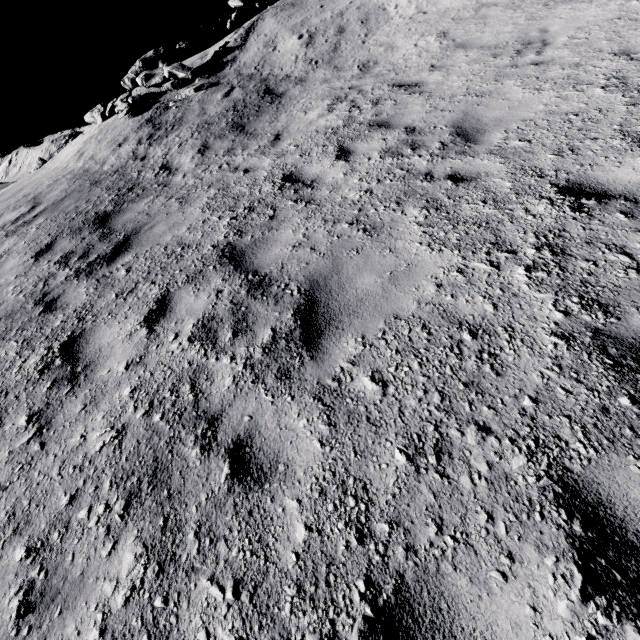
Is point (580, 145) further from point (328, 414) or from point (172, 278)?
point (172, 278)

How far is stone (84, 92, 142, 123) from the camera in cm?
1131

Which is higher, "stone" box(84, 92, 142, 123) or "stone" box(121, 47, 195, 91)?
"stone" box(121, 47, 195, 91)

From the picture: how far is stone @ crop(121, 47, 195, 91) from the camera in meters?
11.6

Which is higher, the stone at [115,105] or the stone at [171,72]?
the stone at [171,72]

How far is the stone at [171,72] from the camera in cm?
1161
